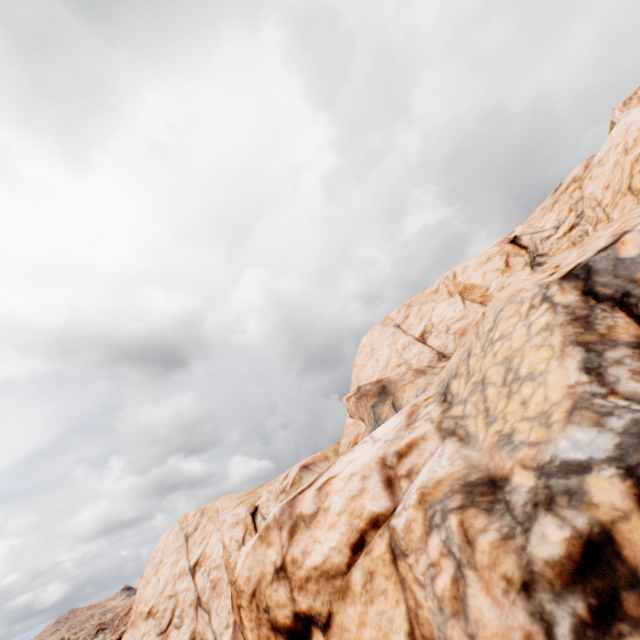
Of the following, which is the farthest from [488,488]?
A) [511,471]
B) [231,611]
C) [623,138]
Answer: [623,138]
